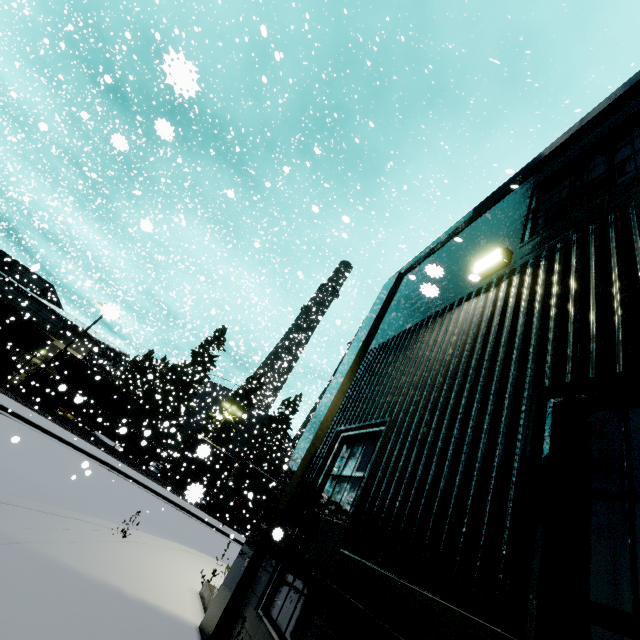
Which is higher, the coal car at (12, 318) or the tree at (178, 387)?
the tree at (178, 387)

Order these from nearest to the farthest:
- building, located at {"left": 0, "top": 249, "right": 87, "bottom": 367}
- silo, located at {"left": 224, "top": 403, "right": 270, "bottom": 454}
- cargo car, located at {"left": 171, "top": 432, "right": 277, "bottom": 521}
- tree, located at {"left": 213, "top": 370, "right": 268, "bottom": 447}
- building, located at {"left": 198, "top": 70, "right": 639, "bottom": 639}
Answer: building, located at {"left": 198, "top": 70, "right": 639, "bottom": 639} → cargo car, located at {"left": 171, "top": 432, "right": 277, "bottom": 521} → building, located at {"left": 0, "top": 249, "right": 87, "bottom": 367} → tree, located at {"left": 213, "top": 370, "right": 268, "bottom": 447} → silo, located at {"left": 224, "top": 403, "right": 270, "bottom": 454}

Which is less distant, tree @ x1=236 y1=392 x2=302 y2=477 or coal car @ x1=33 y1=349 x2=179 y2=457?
coal car @ x1=33 y1=349 x2=179 y2=457

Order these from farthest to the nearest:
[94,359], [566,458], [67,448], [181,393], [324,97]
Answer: [181,393] < [94,359] < [324,97] < [67,448] < [566,458]

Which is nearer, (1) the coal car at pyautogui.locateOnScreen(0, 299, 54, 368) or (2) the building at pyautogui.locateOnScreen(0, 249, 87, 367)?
(1) the coal car at pyautogui.locateOnScreen(0, 299, 54, 368)

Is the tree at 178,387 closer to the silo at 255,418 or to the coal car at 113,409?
the silo at 255,418

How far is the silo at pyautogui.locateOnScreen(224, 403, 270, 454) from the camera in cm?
4288
